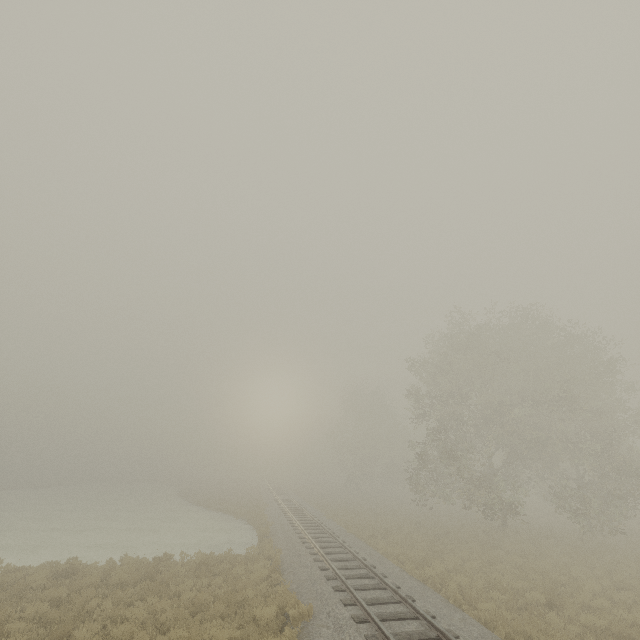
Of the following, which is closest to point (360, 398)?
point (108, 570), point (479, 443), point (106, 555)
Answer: point (479, 443)
